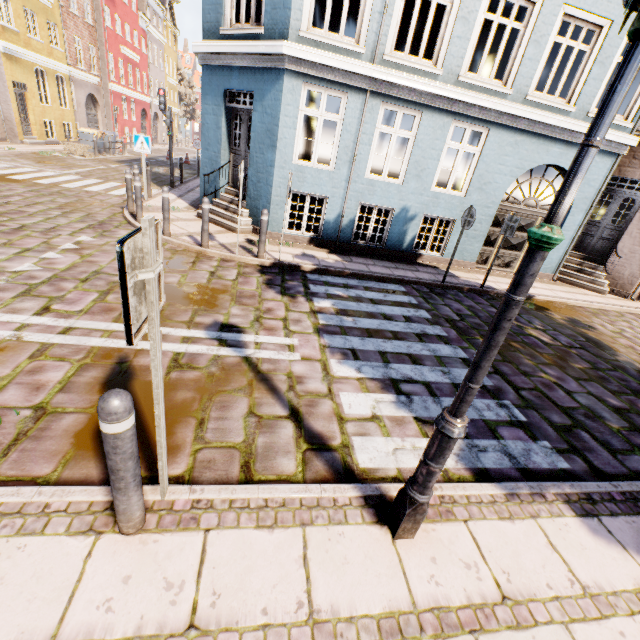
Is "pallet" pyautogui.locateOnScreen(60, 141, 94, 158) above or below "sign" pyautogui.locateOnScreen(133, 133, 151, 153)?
below

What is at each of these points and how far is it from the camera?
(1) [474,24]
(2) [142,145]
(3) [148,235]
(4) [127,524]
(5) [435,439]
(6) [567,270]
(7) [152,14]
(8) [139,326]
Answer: (1) building, 7.52m
(2) sign, 10.05m
(3) sign pole, 1.45m
(4) bollard, 2.03m
(5) street light, 1.99m
(6) building, 11.28m
(7) building, 32.91m
(8) sign, 1.60m

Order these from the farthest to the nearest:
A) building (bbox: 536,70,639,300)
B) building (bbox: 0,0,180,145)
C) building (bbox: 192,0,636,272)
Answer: building (bbox: 0,0,180,145)
building (bbox: 536,70,639,300)
building (bbox: 192,0,636,272)

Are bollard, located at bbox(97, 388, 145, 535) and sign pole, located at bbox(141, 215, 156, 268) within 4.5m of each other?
yes

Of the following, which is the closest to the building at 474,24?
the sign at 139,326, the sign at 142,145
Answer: the sign at 142,145

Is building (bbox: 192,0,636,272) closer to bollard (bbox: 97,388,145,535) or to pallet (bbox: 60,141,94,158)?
pallet (bbox: 60,141,94,158)

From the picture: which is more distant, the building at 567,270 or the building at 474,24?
the building at 567,270

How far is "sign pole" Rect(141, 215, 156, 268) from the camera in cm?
143
